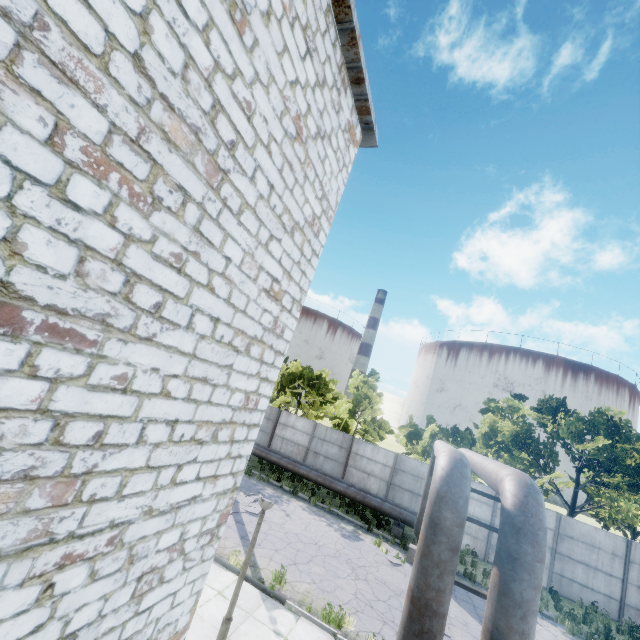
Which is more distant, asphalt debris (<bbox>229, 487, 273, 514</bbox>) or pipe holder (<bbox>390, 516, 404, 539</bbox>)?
pipe holder (<bbox>390, 516, 404, 539</bbox>)

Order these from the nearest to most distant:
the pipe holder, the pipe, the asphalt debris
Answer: the pipe
the asphalt debris
the pipe holder

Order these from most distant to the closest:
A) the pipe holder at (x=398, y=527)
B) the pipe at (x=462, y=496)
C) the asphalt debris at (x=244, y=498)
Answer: the pipe holder at (x=398, y=527)
the asphalt debris at (x=244, y=498)
the pipe at (x=462, y=496)

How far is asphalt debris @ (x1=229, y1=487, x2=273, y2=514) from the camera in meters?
13.5

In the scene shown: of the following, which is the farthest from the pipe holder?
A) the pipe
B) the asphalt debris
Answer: the asphalt debris

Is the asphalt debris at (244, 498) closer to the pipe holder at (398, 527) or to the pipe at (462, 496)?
the pipe at (462, 496)

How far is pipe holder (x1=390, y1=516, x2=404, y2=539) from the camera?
16.47m

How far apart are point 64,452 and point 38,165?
2.20m
